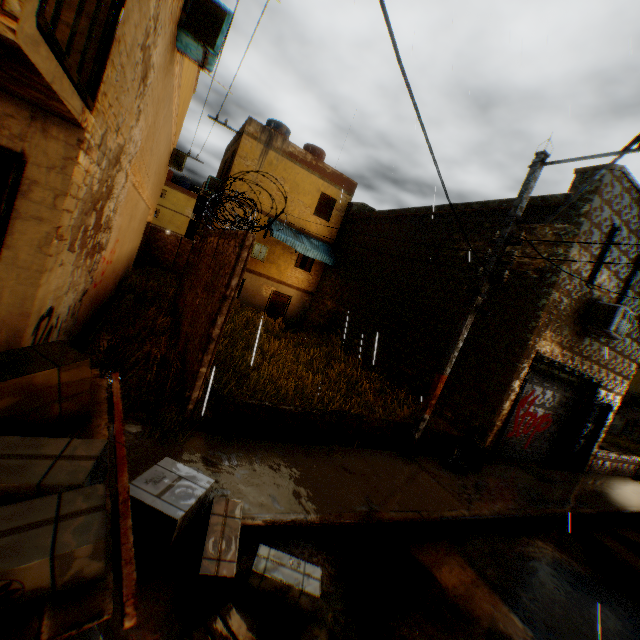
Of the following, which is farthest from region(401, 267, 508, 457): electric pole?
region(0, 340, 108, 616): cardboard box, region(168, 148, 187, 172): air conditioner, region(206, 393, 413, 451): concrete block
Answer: region(168, 148, 187, 172): air conditioner

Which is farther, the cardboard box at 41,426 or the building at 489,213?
the building at 489,213

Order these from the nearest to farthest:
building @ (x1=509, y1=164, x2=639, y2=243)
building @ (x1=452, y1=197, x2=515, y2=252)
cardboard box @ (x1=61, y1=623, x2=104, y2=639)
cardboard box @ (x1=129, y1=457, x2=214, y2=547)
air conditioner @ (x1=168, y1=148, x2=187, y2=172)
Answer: cardboard box @ (x1=61, y1=623, x2=104, y2=639), cardboard box @ (x1=129, y1=457, x2=214, y2=547), building @ (x1=509, y1=164, x2=639, y2=243), building @ (x1=452, y1=197, x2=515, y2=252), air conditioner @ (x1=168, y1=148, x2=187, y2=172)

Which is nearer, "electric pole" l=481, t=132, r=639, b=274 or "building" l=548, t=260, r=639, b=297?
"electric pole" l=481, t=132, r=639, b=274

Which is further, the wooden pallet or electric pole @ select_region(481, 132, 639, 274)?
electric pole @ select_region(481, 132, 639, 274)

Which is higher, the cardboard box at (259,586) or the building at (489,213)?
the building at (489,213)

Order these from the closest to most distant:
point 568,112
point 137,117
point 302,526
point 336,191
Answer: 1. point 302,526
2. point 137,117
3. point 568,112
4. point 336,191

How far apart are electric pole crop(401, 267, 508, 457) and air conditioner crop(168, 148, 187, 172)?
16.12m
